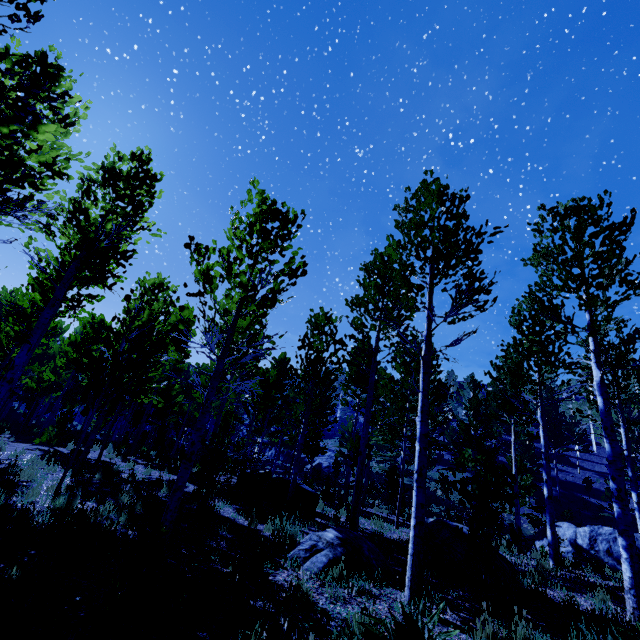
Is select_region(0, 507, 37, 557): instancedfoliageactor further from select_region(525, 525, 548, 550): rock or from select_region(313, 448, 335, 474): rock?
select_region(525, 525, 548, 550): rock

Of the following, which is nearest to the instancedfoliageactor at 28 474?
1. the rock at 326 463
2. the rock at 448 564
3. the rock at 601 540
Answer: the rock at 326 463

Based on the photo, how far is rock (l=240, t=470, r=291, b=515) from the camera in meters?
10.0 m

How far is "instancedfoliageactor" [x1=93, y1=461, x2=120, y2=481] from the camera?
9.05m

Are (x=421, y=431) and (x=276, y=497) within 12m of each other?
yes

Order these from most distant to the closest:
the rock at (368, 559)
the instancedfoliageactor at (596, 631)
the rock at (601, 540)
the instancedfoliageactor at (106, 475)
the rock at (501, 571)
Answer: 1. the rock at (601, 540)
2. the instancedfoliageactor at (106, 475)
3. the rock at (501, 571)
4. the rock at (368, 559)
5. the instancedfoliageactor at (596, 631)

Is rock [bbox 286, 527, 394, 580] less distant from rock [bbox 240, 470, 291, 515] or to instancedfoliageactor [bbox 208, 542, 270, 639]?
instancedfoliageactor [bbox 208, 542, 270, 639]

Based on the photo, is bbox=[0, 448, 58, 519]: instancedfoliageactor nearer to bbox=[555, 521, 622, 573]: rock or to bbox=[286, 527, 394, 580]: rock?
bbox=[286, 527, 394, 580]: rock
